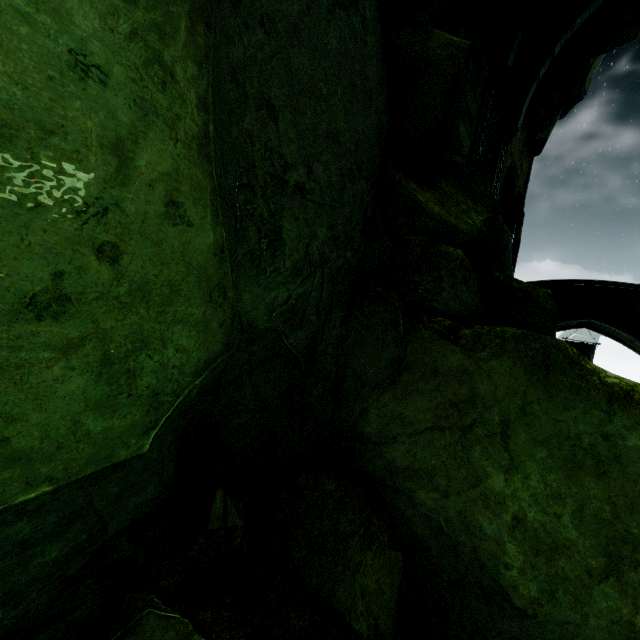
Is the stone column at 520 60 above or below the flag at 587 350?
above

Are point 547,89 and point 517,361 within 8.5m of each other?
no

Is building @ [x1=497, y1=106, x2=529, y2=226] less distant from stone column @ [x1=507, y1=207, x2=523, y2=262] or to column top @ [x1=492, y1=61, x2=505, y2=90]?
stone column @ [x1=507, y1=207, x2=523, y2=262]

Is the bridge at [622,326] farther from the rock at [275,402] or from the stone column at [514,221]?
the rock at [275,402]

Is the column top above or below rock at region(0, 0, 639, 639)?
above

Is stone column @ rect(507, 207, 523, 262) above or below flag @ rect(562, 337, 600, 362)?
above

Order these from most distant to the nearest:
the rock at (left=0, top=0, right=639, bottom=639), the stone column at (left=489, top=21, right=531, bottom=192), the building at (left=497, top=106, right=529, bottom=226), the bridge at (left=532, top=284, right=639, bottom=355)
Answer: the bridge at (left=532, top=284, right=639, bottom=355)
the building at (left=497, top=106, right=529, bottom=226)
the stone column at (left=489, top=21, right=531, bottom=192)
the rock at (left=0, top=0, right=639, bottom=639)

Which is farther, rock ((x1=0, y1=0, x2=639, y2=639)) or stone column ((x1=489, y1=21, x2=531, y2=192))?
stone column ((x1=489, y1=21, x2=531, y2=192))
